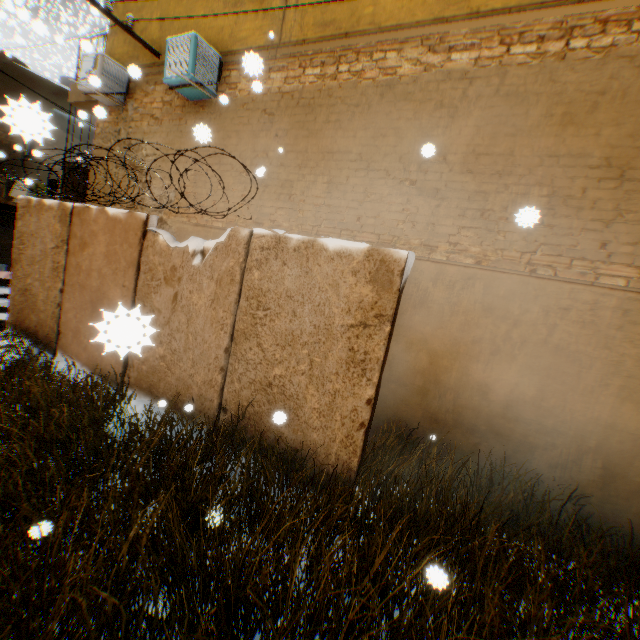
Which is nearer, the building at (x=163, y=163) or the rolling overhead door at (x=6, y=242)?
the building at (x=163, y=163)

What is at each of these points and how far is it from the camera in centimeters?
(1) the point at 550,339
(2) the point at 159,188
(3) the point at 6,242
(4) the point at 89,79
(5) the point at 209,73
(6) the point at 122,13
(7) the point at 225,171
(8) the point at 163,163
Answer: (1) building, 439cm
(2) building, 773cm
(3) rolling overhead door, 1288cm
(4) air conditioner, 770cm
(5) air conditioner, 662cm
(6) building, 829cm
(7) building, 684cm
(8) building, 766cm

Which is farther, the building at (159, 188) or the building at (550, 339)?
the building at (159, 188)

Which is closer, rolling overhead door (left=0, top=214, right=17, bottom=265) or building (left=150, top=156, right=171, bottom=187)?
building (left=150, top=156, right=171, bottom=187)

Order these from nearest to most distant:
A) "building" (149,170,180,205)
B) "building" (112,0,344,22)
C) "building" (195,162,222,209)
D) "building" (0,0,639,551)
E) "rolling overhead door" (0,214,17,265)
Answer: "building" (0,0,639,551) → "building" (112,0,344,22) → "building" (195,162,222,209) → "building" (149,170,180,205) → "rolling overhead door" (0,214,17,265)

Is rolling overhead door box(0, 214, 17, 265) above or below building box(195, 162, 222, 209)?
below

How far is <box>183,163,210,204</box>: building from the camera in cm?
708
